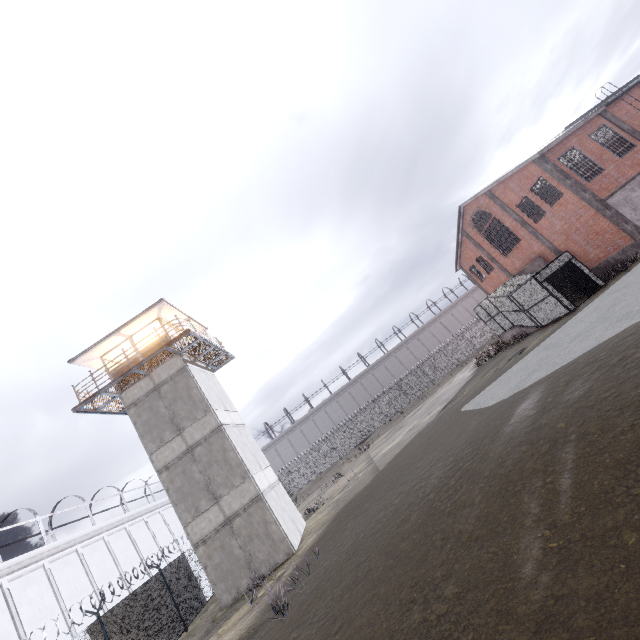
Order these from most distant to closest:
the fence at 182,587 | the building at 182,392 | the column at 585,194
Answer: the column at 585,194
the building at 182,392
the fence at 182,587

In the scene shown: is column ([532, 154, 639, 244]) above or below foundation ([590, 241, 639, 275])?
above

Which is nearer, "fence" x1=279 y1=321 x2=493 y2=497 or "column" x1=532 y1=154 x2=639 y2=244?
"column" x1=532 y1=154 x2=639 y2=244

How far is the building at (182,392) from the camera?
15.1m

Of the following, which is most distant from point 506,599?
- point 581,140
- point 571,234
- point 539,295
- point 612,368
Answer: point 581,140

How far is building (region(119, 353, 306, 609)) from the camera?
15.1 meters

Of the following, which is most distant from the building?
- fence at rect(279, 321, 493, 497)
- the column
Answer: the column

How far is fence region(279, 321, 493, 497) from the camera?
41.9 meters
